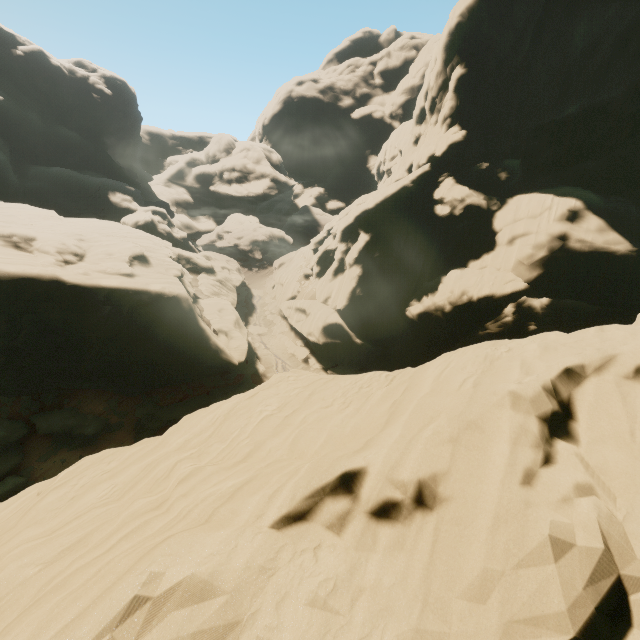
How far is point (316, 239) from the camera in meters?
45.8

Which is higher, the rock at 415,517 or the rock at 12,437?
the rock at 415,517

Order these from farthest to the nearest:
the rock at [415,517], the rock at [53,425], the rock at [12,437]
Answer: the rock at [53,425] < the rock at [12,437] < the rock at [415,517]

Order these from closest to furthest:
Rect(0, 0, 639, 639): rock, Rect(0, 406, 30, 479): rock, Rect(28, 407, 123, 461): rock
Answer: Rect(0, 0, 639, 639): rock
Rect(0, 406, 30, 479): rock
Rect(28, 407, 123, 461): rock

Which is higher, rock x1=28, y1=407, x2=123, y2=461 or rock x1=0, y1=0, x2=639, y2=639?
rock x1=0, y1=0, x2=639, y2=639

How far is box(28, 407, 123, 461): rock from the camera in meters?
24.3

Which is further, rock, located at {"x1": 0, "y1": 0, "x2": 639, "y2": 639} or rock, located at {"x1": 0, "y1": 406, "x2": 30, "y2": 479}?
rock, located at {"x1": 0, "y1": 406, "x2": 30, "y2": 479}
